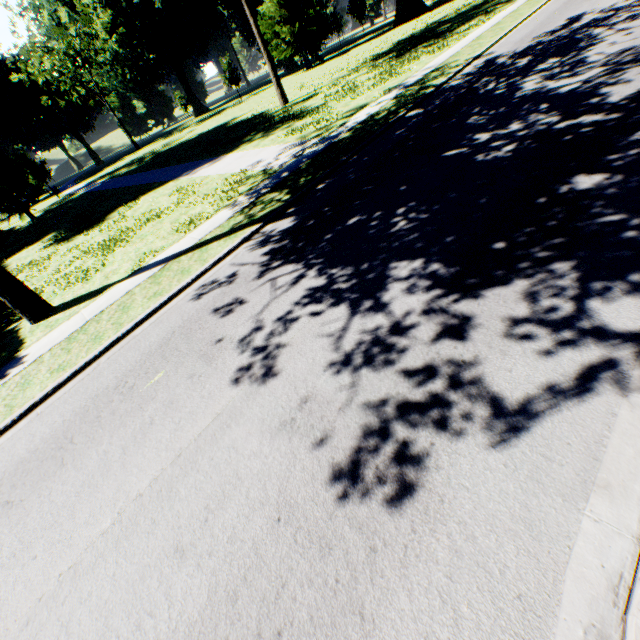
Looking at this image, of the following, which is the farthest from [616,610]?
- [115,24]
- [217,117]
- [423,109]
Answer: [115,24]

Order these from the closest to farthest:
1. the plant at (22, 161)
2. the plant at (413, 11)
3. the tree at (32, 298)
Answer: the tree at (32, 298)
the plant at (22, 161)
the plant at (413, 11)

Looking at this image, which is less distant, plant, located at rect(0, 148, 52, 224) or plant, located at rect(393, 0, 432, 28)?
plant, located at rect(0, 148, 52, 224)

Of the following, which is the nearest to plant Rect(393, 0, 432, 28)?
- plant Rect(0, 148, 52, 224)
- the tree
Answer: the tree

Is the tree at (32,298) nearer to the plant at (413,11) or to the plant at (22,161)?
the plant at (22,161)

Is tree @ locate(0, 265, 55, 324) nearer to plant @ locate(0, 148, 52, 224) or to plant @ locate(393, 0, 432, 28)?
plant @ locate(0, 148, 52, 224)
